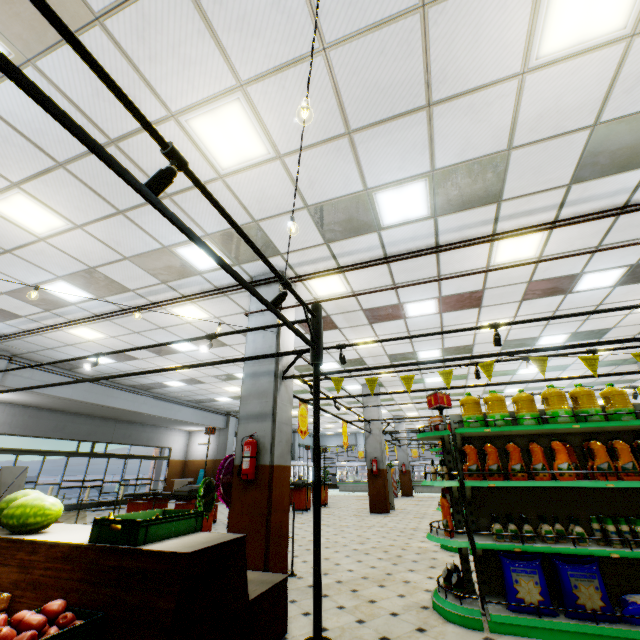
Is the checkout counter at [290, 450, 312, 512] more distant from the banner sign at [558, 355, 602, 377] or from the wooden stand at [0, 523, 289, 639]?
the banner sign at [558, 355, 602, 377]

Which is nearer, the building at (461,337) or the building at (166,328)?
the building at (166,328)

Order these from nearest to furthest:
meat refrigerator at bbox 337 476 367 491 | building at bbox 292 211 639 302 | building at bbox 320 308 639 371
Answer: building at bbox 292 211 639 302
building at bbox 320 308 639 371
meat refrigerator at bbox 337 476 367 491

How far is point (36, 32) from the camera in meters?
2.8 m

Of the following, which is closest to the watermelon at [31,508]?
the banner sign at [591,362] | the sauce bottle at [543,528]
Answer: the sauce bottle at [543,528]

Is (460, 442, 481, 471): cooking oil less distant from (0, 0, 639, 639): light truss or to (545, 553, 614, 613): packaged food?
(545, 553, 614, 613): packaged food

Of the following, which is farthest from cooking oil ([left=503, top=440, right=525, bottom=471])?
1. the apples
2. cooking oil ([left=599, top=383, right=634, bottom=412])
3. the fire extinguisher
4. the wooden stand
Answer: the apples

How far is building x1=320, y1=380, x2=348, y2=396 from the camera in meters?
14.0
